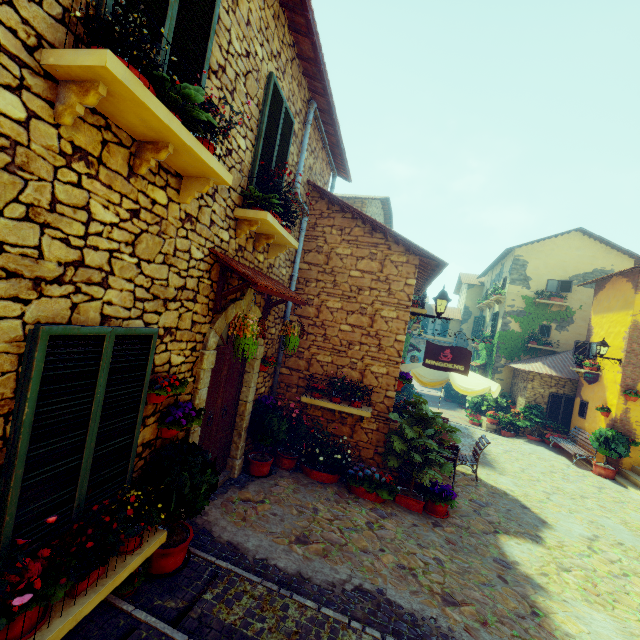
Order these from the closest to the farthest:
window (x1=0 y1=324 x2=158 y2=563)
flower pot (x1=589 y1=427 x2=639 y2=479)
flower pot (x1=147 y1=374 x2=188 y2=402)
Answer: window (x1=0 y1=324 x2=158 y2=563), flower pot (x1=147 y1=374 x2=188 y2=402), flower pot (x1=589 y1=427 x2=639 y2=479)

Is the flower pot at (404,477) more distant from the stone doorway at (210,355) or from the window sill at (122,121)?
the window sill at (122,121)

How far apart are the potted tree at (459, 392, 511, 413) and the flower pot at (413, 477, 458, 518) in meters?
12.0 m

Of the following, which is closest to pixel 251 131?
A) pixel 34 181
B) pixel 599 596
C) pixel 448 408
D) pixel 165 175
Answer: pixel 165 175

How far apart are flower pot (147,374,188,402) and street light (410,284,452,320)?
5.0m

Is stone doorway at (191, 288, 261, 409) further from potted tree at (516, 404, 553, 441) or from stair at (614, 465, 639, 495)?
potted tree at (516, 404, 553, 441)

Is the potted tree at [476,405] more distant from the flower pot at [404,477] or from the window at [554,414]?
the flower pot at [404,477]

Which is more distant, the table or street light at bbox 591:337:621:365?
street light at bbox 591:337:621:365
